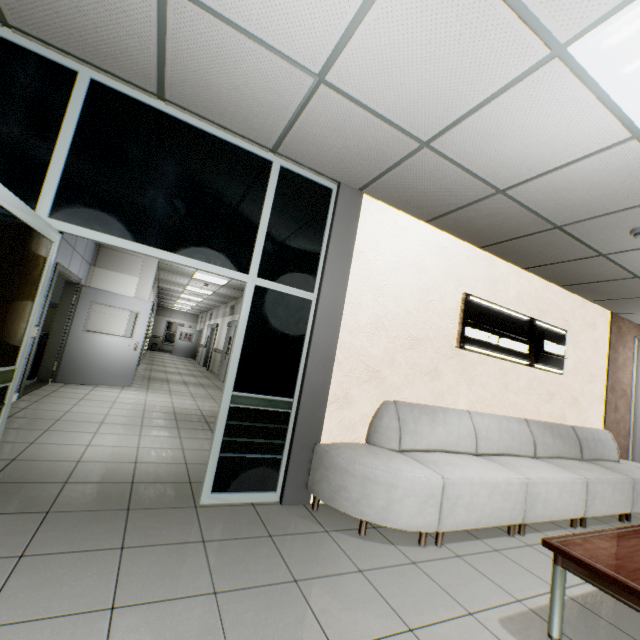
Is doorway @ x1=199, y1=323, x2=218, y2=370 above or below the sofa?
above

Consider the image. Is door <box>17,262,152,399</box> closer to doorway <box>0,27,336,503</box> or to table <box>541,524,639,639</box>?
doorway <box>0,27,336,503</box>

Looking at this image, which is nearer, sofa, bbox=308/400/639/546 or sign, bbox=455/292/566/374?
sofa, bbox=308/400/639/546

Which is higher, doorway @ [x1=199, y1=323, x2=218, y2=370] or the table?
doorway @ [x1=199, y1=323, x2=218, y2=370]

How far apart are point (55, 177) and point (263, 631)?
3.2m

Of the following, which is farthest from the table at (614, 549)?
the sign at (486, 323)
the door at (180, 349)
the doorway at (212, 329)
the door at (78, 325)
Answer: the door at (180, 349)

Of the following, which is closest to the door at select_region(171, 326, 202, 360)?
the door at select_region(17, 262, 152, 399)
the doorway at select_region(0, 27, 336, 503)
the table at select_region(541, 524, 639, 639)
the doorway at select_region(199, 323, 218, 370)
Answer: the doorway at select_region(199, 323, 218, 370)

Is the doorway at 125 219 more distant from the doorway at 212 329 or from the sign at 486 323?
the doorway at 212 329
